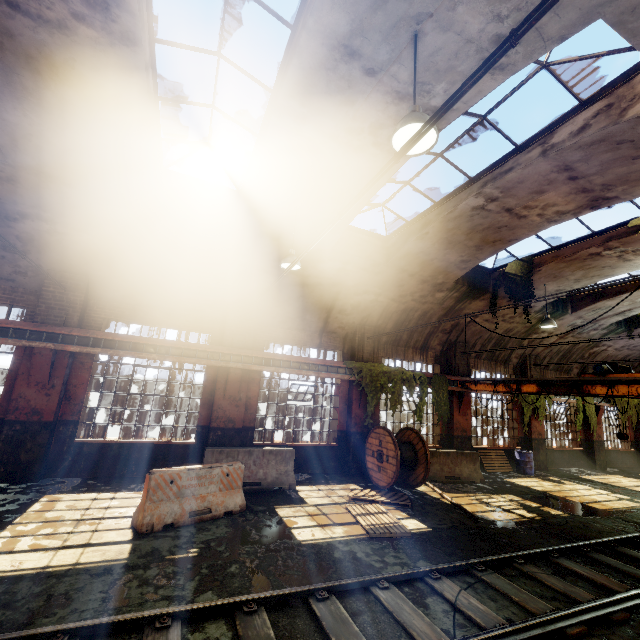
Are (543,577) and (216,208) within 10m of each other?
no

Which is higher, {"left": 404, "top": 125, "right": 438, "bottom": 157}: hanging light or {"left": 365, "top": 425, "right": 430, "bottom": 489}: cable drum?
{"left": 404, "top": 125, "right": 438, "bottom": 157}: hanging light

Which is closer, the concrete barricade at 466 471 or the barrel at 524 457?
the concrete barricade at 466 471

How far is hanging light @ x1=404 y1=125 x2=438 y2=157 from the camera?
3.7m

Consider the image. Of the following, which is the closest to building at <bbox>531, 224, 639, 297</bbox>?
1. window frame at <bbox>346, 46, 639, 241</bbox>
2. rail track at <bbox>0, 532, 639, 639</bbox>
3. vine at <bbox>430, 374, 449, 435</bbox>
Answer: A: window frame at <bbox>346, 46, 639, 241</bbox>

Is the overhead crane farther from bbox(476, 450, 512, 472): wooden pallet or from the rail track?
bbox(476, 450, 512, 472): wooden pallet

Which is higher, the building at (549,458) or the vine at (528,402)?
the vine at (528,402)

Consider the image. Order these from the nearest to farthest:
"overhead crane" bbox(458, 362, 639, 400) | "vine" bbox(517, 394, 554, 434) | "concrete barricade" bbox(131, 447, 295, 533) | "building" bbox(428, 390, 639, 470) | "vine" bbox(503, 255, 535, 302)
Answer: "concrete barricade" bbox(131, 447, 295, 533) → "overhead crane" bbox(458, 362, 639, 400) → "vine" bbox(503, 255, 535, 302) → "building" bbox(428, 390, 639, 470) → "vine" bbox(517, 394, 554, 434)
